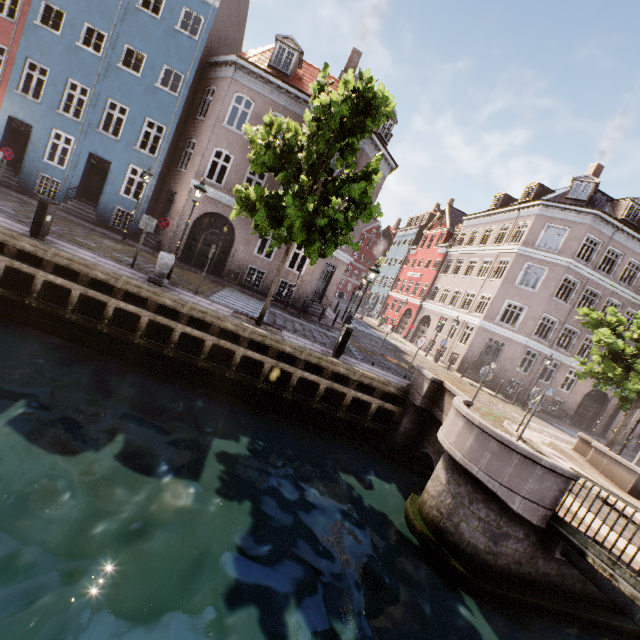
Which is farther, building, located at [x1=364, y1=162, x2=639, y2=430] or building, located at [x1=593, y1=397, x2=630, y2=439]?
building, located at [x1=593, y1=397, x2=630, y2=439]

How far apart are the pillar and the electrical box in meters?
3.0 m

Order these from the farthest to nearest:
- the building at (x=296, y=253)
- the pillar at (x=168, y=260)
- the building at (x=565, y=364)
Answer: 1. the building at (x=565, y=364)
2. the building at (x=296, y=253)
3. the pillar at (x=168, y=260)

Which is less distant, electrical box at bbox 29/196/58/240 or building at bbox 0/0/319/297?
electrical box at bbox 29/196/58/240

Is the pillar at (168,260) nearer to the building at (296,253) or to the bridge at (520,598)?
the building at (296,253)

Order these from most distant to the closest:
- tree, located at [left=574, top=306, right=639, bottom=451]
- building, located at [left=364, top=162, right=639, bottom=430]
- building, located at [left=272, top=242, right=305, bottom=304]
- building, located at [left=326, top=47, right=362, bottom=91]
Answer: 1. building, located at [left=364, top=162, right=639, bottom=430]
2. building, located at [left=272, top=242, right=305, bottom=304]
3. building, located at [left=326, top=47, right=362, bottom=91]
4. tree, located at [left=574, top=306, right=639, bottom=451]

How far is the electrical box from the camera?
9.3 meters

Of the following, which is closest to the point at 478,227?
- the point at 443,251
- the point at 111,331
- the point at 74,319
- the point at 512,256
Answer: the point at 443,251
